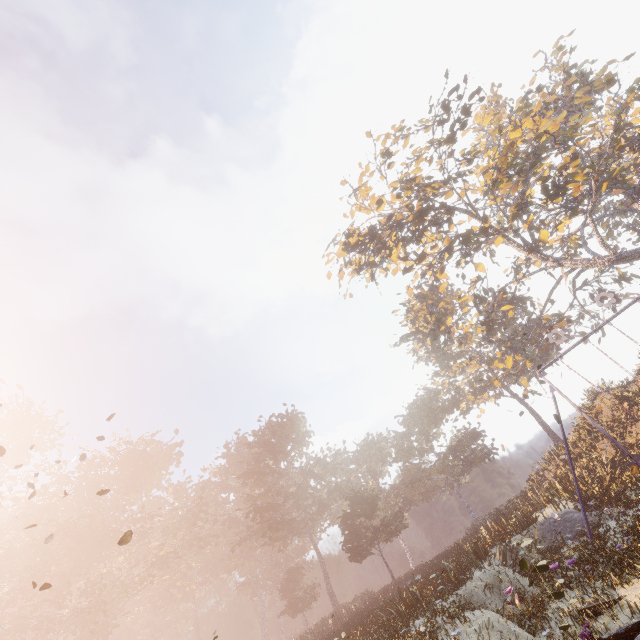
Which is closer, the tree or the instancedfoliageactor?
the instancedfoliageactor

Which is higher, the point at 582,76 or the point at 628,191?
the point at 582,76

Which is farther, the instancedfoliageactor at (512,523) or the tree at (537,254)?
the tree at (537,254)
